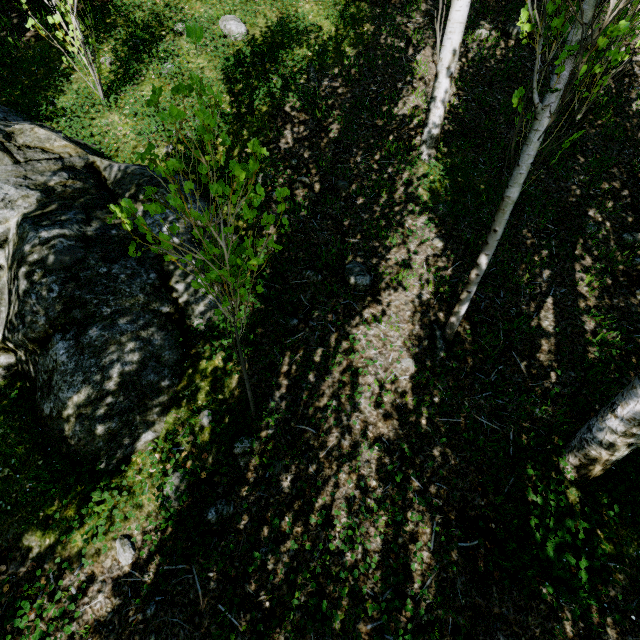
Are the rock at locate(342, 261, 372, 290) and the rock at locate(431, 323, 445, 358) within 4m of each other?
yes

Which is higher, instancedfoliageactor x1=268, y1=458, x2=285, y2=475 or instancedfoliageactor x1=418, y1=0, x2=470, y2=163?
instancedfoliageactor x1=418, y1=0, x2=470, y2=163

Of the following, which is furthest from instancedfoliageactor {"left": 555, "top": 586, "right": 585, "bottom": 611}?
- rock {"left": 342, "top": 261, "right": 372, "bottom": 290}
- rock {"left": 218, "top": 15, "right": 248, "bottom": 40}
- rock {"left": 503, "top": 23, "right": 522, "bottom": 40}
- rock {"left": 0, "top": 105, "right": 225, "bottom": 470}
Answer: rock {"left": 218, "top": 15, "right": 248, "bottom": 40}

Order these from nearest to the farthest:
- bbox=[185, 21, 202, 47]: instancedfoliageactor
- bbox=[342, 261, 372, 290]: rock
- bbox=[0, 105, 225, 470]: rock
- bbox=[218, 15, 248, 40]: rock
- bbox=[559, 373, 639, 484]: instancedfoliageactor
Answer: bbox=[185, 21, 202, 47]: instancedfoliageactor → bbox=[559, 373, 639, 484]: instancedfoliageactor → bbox=[0, 105, 225, 470]: rock → bbox=[342, 261, 372, 290]: rock → bbox=[218, 15, 248, 40]: rock

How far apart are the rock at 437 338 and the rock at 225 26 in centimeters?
547cm

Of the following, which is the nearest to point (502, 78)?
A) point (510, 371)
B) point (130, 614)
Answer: point (510, 371)

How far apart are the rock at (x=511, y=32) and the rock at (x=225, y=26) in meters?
4.3
